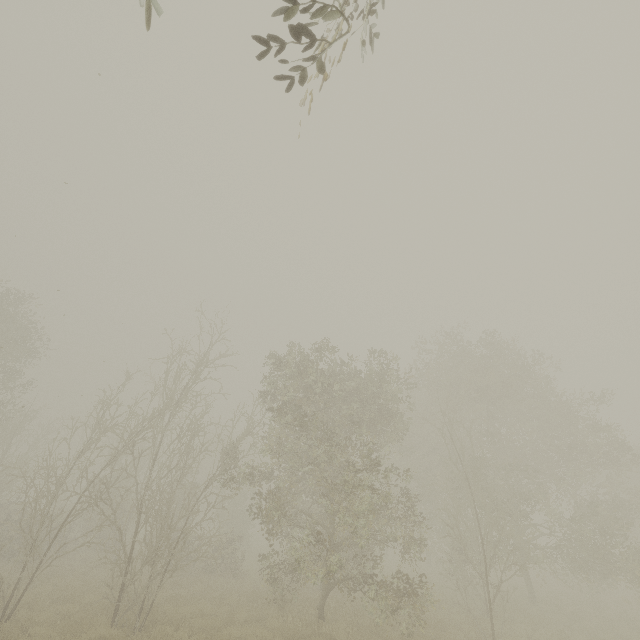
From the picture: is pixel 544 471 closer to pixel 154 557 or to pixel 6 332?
pixel 154 557
